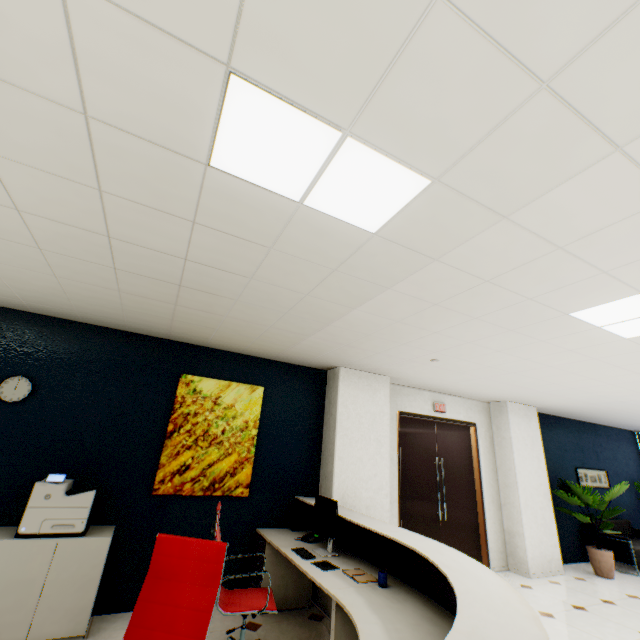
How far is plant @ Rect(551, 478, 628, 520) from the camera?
6.18m

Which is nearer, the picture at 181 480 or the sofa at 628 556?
the picture at 181 480

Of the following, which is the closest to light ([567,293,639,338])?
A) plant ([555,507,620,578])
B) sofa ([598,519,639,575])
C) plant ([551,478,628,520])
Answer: plant ([551,478,628,520])

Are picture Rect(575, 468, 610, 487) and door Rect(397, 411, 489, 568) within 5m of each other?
yes

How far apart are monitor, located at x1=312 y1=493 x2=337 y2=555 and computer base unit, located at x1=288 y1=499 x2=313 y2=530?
0.7 meters

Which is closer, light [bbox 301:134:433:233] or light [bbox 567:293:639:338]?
light [bbox 301:134:433:233]

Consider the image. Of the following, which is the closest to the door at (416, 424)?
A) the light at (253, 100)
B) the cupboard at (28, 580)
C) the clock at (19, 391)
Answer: the cupboard at (28, 580)

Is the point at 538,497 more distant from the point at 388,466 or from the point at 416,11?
the point at 416,11
